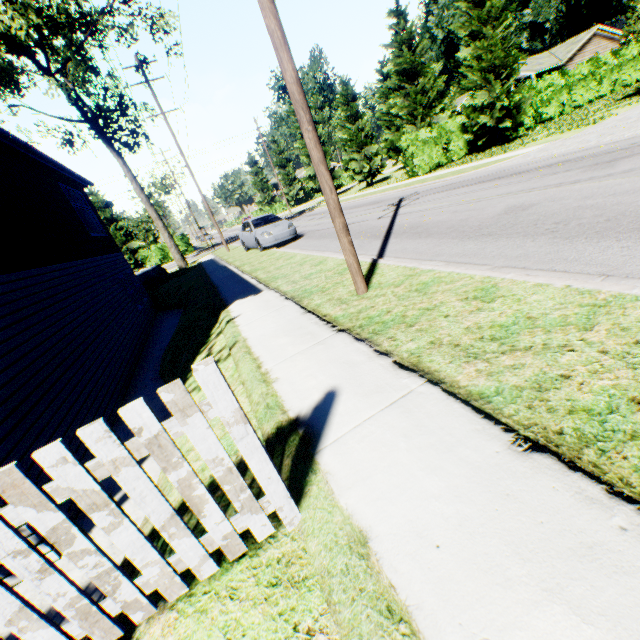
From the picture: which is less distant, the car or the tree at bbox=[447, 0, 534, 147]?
the car

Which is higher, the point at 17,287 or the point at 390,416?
the point at 17,287

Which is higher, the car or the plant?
the car

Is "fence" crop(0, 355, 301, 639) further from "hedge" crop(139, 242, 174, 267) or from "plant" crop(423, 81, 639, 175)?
"hedge" crop(139, 242, 174, 267)

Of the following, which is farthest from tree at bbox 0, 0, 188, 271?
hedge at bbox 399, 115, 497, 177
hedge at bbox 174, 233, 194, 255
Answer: hedge at bbox 399, 115, 497, 177

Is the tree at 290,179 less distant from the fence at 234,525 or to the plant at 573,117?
the plant at 573,117

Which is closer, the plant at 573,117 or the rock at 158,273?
the plant at 573,117

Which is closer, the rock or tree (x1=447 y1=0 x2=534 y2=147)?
tree (x1=447 y1=0 x2=534 y2=147)
